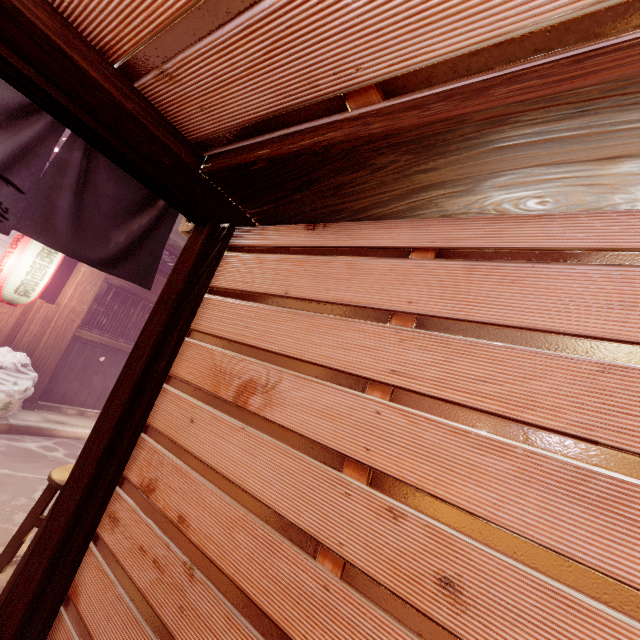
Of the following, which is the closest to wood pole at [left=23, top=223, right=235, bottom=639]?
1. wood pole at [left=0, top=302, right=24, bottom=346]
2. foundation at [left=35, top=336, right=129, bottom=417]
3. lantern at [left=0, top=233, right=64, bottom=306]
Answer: foundation at [left=35, top=336, right=129, bottom=417]

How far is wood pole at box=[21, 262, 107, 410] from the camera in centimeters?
1046cm

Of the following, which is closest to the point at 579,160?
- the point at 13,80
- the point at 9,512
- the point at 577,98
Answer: the point at 577,98

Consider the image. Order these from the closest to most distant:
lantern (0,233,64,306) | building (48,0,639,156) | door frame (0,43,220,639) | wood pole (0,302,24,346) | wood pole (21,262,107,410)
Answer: building (48,0,639,156), door frame (0,43,220,639), lantern (0,233,64,306), wood pole (0,302,24,346), wood pole (21,262,107,410)

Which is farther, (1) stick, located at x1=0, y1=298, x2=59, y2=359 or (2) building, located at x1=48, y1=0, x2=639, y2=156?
(1) stick, located at x1=0, y1=298, x2=59, y2=359

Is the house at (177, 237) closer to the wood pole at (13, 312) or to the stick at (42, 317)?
the wood pole at (13, 312)

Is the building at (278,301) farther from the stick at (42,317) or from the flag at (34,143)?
the stick at (42,317)

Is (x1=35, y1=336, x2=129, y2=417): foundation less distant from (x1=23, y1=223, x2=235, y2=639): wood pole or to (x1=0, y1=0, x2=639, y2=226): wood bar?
(x1=0, y1=0, x2=639, y2=226): wood bar
